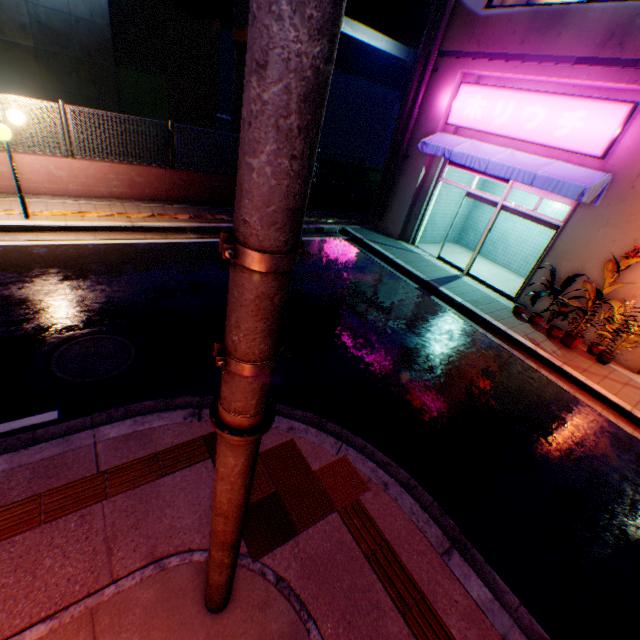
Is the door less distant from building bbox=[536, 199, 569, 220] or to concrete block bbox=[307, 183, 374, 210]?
building bbox=[536, 199, 569, 220]

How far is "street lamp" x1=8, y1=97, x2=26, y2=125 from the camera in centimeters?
657cm

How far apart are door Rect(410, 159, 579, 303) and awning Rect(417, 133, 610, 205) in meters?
0.2

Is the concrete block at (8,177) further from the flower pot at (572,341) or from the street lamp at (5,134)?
the flower pot at (572,341)

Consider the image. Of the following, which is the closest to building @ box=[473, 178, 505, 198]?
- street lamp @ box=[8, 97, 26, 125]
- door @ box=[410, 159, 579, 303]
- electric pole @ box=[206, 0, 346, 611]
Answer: door @ box=[410, 159, 579, 303]

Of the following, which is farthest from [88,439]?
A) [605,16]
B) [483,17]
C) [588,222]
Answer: [483,17]

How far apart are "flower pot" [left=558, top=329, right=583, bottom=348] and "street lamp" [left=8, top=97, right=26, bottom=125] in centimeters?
1291cm

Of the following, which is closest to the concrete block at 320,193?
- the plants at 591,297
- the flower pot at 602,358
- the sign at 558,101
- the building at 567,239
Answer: the building at 567,239
